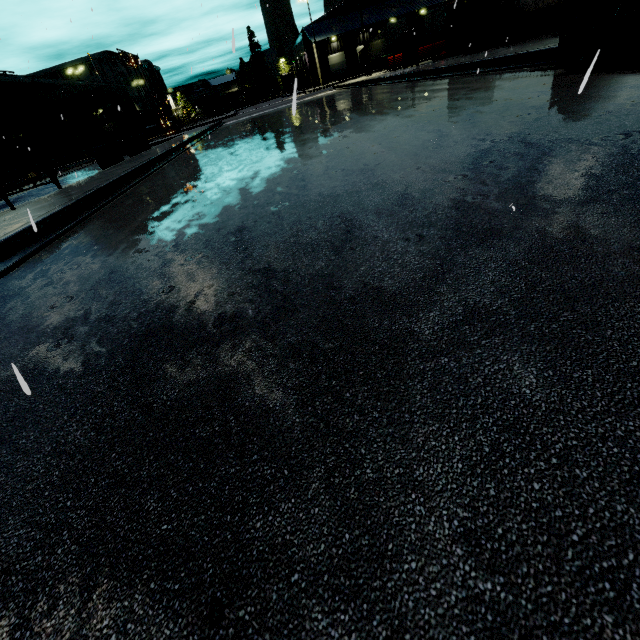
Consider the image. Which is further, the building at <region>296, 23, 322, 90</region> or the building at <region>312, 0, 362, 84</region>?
the building at <region>296, 23, 322, 90</region>

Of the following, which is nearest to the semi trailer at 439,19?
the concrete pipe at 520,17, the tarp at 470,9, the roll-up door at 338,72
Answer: the tarp at 470,9

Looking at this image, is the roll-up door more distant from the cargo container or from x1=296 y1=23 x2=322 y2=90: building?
the cargo container

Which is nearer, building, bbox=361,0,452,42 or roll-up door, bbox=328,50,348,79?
building, bbox=361,0,452,42

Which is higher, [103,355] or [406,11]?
[406,11]

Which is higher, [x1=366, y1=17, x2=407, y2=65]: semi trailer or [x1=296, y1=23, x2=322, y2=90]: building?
[x1=366, y1=17, x2=407, y2=65]: semi trailer

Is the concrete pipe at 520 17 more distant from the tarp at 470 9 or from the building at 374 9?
the tarp at 470 9

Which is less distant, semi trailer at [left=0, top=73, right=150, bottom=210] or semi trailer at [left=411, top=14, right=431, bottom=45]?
semi trailer at [left=0, top=73, right=150, bottom=210]
